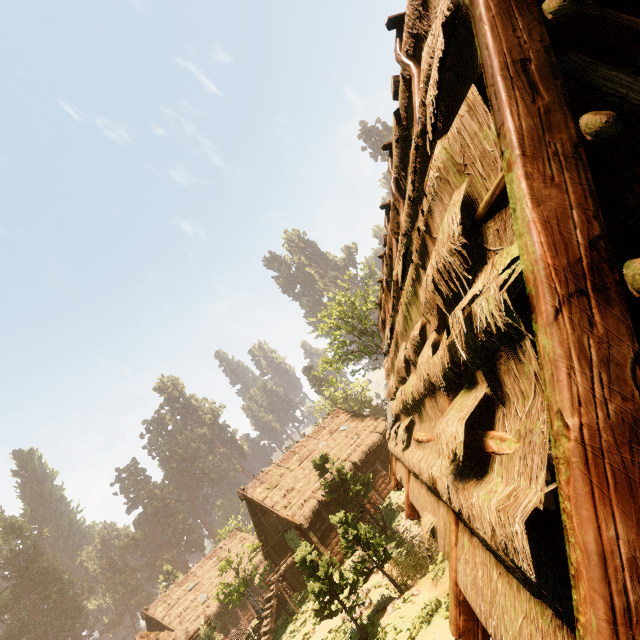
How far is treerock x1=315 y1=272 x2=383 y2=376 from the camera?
30.08m

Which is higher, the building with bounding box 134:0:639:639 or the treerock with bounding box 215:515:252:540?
the treerock with bounding box 215:515:252:540

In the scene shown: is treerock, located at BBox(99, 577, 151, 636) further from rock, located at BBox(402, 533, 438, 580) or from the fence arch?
rock, located at BBox(402, 533, 438, 580)

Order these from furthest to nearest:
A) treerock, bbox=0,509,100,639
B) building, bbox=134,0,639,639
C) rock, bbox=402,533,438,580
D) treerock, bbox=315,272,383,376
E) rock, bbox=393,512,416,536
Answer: treerock, bbox=0,509,100,639
treerock, bbox=315,272,383,376
rock, bbox=393,512,416,536
rock, bbox=402,533,438,580
building, bbox=134,0,639,639

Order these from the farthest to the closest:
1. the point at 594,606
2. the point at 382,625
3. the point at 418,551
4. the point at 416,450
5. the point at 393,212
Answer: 1. the point at 418,551
2. the point at 382,625
3. the point at 393,212
4. the point at 416,450
5. the point at 594,606

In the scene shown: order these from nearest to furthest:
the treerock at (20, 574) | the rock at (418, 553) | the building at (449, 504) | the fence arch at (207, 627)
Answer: the building at (449, 504) < the rock at (418, 553) < the fence arch at (207, 627) < the treerock at (20, 574)

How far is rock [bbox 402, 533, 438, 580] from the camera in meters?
14.7

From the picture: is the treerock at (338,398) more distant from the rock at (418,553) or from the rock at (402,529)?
the rock at (418,553)
